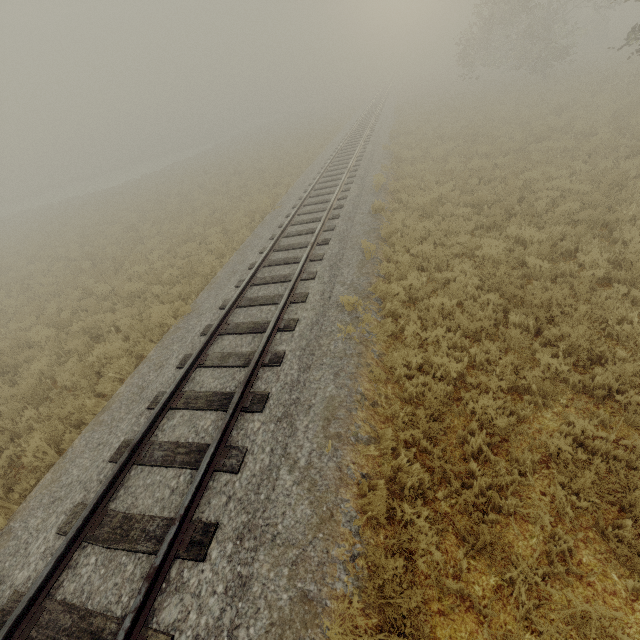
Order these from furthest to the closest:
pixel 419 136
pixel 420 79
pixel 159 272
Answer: pixel 420 79 < pixel 419 136 < pixel 159 272
